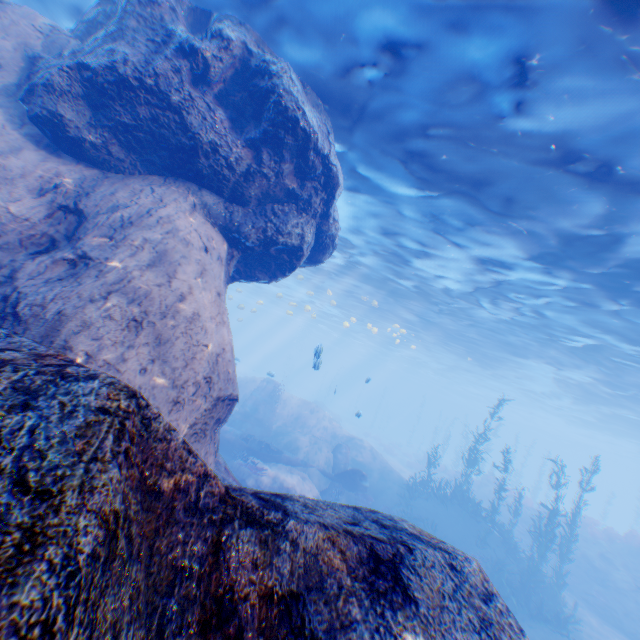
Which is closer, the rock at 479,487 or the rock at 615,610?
the rock at 615,610

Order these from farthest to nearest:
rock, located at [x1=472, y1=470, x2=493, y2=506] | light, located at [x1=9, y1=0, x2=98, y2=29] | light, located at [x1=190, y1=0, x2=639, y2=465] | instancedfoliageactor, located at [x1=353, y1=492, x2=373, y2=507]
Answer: rock, located at [x1=472, y1=470, x2=493, y2=506] < instancedfoliageactor, located at [x1=353, y1=492, x2=373, y2=507] < light, located at [x1=9, y1=0, x2=98, y2=29] < light, located at [x1=190, y1=0, x2=639, y2=465]

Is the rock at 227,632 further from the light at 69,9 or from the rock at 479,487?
the rock at 479,487

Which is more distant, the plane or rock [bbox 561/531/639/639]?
the plane

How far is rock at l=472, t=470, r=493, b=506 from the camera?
26.0 meters

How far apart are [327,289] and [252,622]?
25.7 meters

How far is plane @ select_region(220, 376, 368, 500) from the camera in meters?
17.5 m

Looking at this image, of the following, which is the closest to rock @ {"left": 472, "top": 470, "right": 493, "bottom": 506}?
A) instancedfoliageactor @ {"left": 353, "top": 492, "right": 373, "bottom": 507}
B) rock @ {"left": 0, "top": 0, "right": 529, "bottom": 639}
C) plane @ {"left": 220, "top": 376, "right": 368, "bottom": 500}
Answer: rock @ {"left": 0, "top": 0, "right": 529, "bottom": 639}
